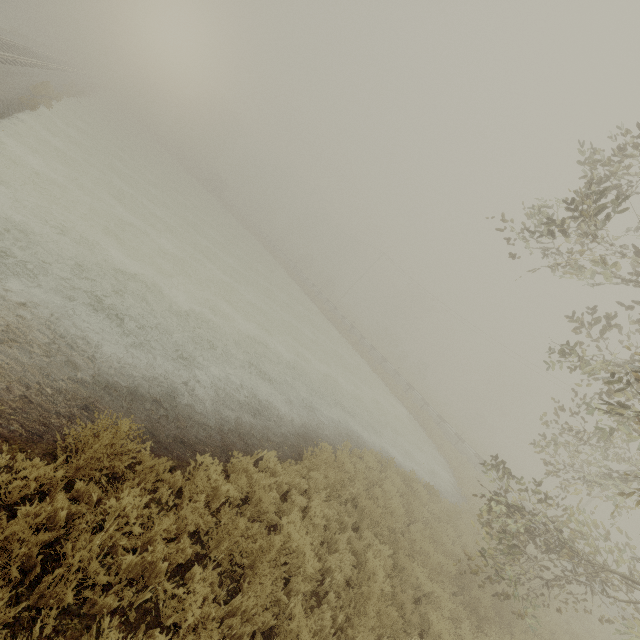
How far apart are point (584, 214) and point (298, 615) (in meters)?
6.51
